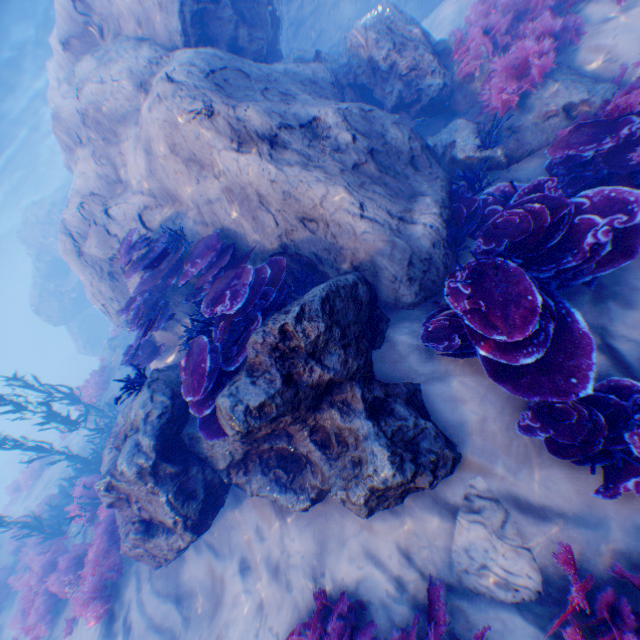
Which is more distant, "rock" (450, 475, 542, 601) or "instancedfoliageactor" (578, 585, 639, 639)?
"rock" (450, 475, 542, 601)

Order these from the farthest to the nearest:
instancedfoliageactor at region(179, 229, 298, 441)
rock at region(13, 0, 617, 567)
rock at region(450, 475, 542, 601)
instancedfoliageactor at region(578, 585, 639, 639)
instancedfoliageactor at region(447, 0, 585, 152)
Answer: instancedfoliageactor at region(447, 0, 585, 152) < instancedfoliageactor at region(179, 229, 298, 441) < rock at region(13, 0, 617, 567) < rock at region(450, 475, 542, 601) < instancedfoliageactor at region(578, 585, 639, 639)

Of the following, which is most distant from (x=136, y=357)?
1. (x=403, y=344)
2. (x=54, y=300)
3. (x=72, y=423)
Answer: (x=54, y=300)

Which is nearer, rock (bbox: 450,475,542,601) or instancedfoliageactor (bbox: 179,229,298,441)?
rock (bbox: 450,475,542,601)

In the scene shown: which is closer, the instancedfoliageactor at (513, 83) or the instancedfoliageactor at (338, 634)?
the instancedfoliageactor at (338, 634)

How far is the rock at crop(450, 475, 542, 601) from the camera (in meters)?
2.96

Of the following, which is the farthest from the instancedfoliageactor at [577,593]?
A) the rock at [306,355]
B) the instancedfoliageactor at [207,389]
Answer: the instancedfoliageactor at [207,389]
